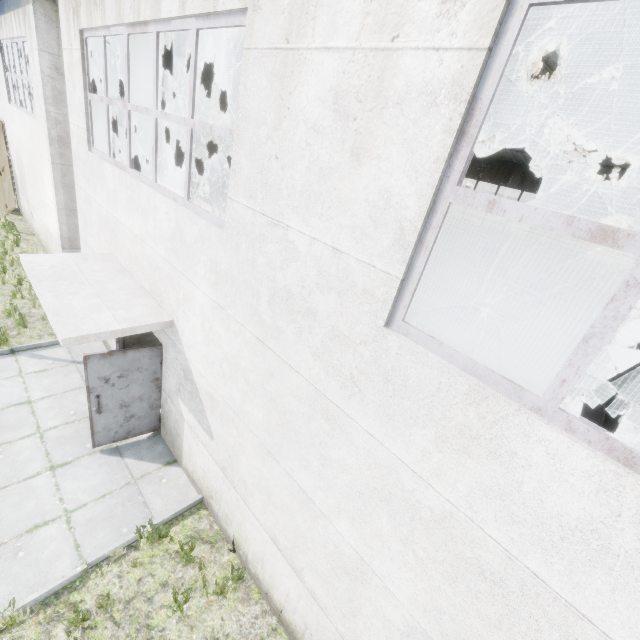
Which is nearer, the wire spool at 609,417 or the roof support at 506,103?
the roof support at 506,103

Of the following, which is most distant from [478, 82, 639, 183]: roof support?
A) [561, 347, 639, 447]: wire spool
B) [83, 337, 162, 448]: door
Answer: [561, 347, 639, 447]: wire spool

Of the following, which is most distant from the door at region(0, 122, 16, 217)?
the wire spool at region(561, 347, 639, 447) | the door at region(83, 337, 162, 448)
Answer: the wire spool at region(561, 347, 639, 447)

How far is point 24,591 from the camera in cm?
428

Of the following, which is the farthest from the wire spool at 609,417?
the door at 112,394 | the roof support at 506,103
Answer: the door at 112,394

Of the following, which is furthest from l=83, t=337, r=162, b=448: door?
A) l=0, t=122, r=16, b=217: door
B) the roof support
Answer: l=0, t=122, r=16, b=217: door

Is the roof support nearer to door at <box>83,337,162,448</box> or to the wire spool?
door at <box>83,337,162,448</box>

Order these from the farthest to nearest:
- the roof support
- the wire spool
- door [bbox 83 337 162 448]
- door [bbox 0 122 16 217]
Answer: door [bbox 0 122 16 217]
the wire spool
the roof support
door [bbox 83 337 162 448]
